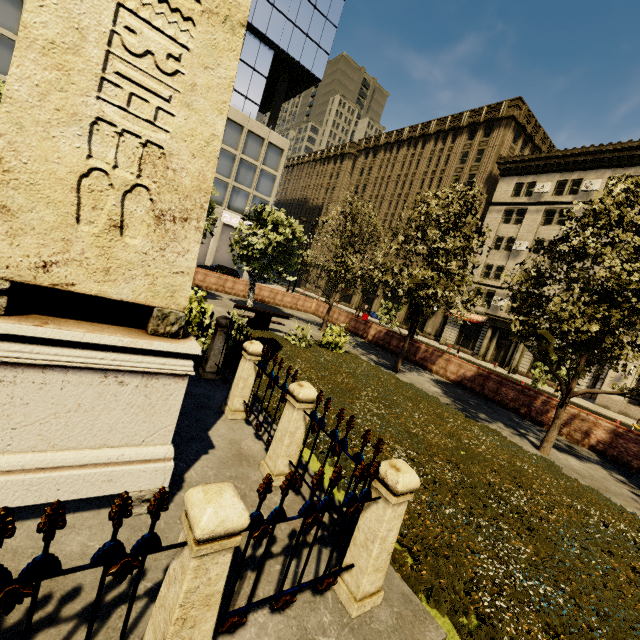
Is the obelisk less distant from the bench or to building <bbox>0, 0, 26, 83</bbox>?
the bench

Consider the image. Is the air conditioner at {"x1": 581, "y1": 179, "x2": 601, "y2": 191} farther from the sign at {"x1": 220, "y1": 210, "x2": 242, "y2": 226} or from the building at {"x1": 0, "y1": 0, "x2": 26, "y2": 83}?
the sign at {"x1": 220, "y1": 210, "x2": 242, "y2": 226}

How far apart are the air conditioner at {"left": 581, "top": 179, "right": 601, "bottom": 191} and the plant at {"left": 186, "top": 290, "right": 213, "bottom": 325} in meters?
35.3

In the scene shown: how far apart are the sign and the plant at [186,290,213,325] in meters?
27.0 m

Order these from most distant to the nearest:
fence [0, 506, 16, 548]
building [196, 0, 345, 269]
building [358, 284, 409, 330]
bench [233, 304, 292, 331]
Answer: building [358, 284, 409, 330] < building [196, 0, 345, 269] < bench [233, 304, 292, 331] < fence [0, 506, 16, 548]

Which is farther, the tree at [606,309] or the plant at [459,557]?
the tree at [606,309]

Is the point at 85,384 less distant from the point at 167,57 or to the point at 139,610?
the point at 139,610

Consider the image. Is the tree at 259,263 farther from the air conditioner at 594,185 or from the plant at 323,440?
the air conditioner at 594,185
